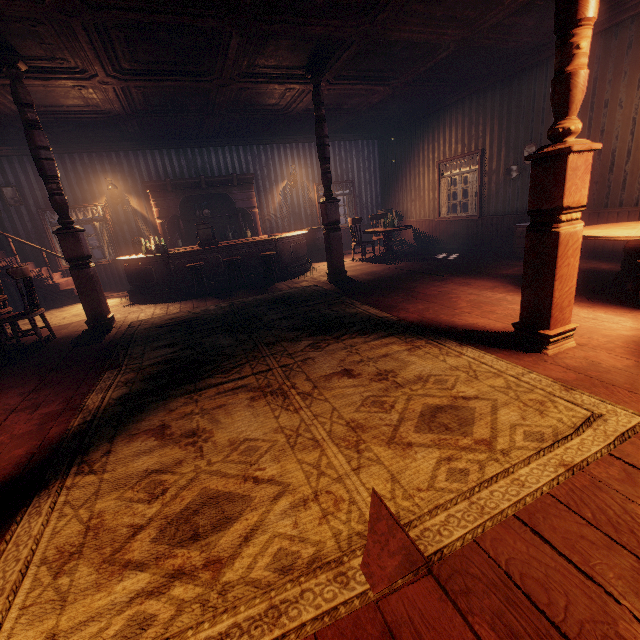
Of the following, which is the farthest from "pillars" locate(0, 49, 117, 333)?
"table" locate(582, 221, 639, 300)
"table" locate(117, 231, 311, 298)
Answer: "table" locate(582, 221, 639, 300)

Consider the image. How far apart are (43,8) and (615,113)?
8.4 meters

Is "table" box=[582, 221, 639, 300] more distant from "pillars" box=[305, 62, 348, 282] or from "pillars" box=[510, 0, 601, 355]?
"pillars" box=[305, 62, 348, 282]

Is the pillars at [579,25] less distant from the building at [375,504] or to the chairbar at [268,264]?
the building at [375,504]

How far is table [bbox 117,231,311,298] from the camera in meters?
7.6

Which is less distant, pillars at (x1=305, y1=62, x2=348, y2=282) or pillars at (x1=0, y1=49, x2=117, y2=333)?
pillars at (x1=0, y1=49, x2=117, y2=333)

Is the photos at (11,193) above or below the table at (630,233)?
above

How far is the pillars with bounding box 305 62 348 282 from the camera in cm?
584
